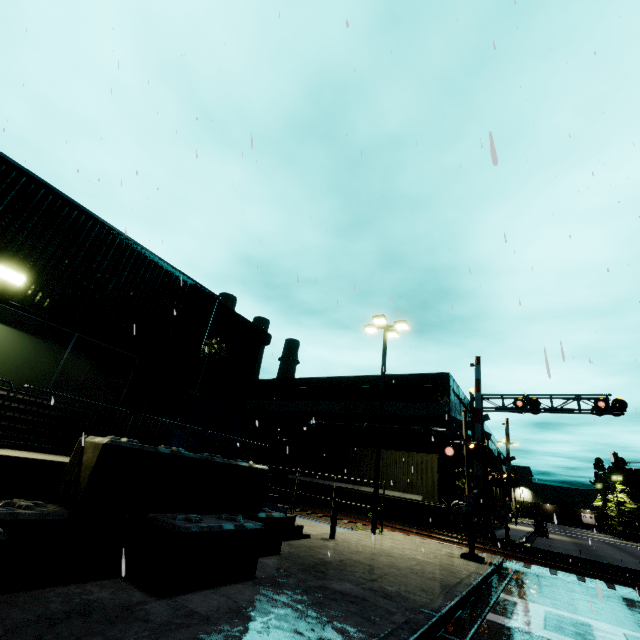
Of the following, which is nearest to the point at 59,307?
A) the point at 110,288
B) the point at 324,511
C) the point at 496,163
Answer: the point at 110,288

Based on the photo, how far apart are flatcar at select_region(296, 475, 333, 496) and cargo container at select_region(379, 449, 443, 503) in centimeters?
1cm

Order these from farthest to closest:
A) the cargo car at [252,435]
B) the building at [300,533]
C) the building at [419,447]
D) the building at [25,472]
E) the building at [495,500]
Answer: the building at [495,500] → the cargo car at [252,435] → the building at [419,447] → the building at [300,533] → the building at [25,472]

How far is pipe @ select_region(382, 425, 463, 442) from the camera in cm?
2300

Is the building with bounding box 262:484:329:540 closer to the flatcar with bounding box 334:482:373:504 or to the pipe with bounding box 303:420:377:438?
the pipe with bounding box 303:420:377:438

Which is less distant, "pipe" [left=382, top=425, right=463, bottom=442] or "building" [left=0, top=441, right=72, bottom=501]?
"building" [left=0, top=441, right=72, bottom=501]

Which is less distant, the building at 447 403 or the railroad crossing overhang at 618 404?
the railroad crossing overhang at 618 404
